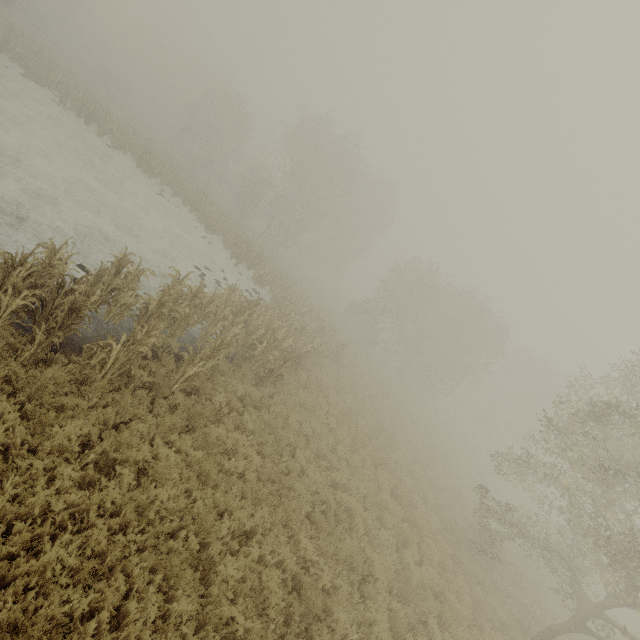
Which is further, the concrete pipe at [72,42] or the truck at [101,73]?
the concrete pipe at [72,42]

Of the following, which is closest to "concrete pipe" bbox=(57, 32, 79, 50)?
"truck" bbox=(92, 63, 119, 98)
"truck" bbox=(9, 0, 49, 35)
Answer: "truck" bbox=(9, 0, 49, 35)

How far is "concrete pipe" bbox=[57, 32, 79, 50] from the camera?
56.3m

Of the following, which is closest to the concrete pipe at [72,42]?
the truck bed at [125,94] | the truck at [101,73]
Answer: Result: the truck bed at [125,94]

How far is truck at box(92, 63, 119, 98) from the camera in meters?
43.1 m

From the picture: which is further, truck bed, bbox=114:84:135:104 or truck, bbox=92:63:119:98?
truck bed, bbox=114:84:135:104

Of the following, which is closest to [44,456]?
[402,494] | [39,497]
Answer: [39,497]

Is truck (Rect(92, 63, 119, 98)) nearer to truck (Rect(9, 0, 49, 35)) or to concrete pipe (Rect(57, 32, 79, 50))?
truck (Rect(9, 0, 49, 35))
